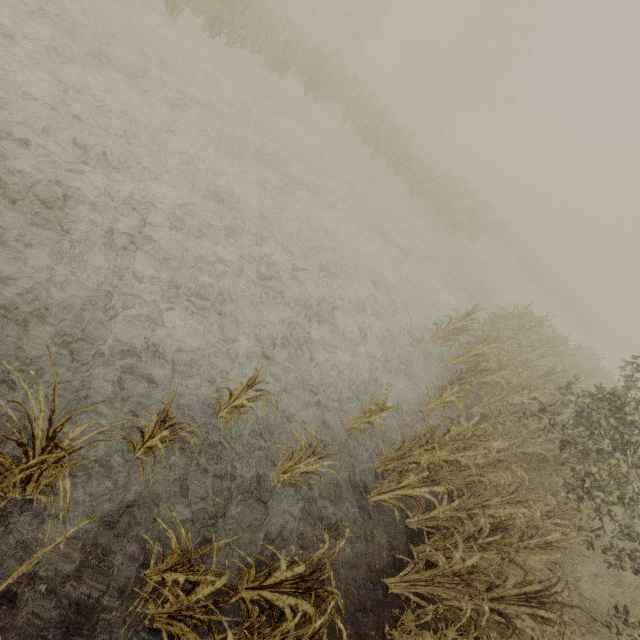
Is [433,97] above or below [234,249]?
above

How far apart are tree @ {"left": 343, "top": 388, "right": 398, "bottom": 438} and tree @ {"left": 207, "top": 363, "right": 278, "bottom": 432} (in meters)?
1.85

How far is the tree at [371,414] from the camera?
5.0m

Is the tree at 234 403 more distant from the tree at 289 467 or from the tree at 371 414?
the tree at 371 414

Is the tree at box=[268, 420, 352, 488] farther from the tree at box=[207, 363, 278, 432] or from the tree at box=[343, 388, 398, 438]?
the tree at box=[343, 388, 398, 438]

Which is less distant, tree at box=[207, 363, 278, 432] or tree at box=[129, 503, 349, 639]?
tree at box=[129, 503, 349, 639]

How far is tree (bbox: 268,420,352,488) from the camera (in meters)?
3.64

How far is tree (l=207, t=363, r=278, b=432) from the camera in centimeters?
365cm
